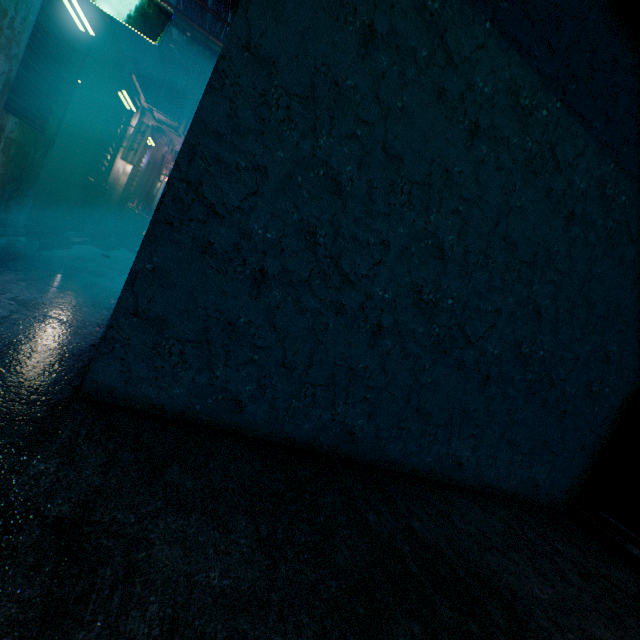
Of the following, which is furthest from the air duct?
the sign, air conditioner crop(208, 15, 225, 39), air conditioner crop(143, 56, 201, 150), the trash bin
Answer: air conditioner crop(208, 15, 225, 39)

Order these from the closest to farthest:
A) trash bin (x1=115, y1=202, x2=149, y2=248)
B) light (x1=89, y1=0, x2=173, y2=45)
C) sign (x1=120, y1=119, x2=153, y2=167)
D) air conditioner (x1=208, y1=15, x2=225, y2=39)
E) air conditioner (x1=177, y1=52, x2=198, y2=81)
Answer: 1. light (x1=89, y1=0, x2=173, y2=45)
2. sign (x1=120, y1=119, x2=153, y2=167)
3. trash bin (x1=115, y1=202, x2=149, y2=248)
4. air conditioner (x1=177, y1=52, x2=198, y2=81)
5. air conditioner (x1=208, y1=15, x2=225, y2=39)

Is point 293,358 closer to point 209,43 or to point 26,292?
point 26,292

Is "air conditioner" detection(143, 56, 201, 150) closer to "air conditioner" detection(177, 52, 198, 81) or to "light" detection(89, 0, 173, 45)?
"light" detection(89, 0, 173, 45)

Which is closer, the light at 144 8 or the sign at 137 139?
the light at 144 8

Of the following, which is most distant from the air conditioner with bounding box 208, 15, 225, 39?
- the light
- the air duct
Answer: the light

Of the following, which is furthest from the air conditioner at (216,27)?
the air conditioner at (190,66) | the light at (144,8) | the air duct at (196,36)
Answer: the light at (144,8)

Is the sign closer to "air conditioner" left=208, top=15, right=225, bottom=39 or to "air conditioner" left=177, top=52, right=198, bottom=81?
"air conditioner" left=177, top=52, right=198, bottom=81
